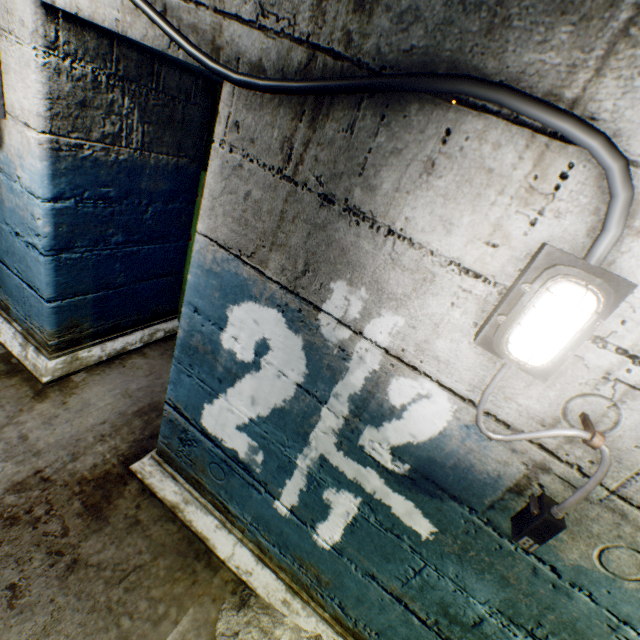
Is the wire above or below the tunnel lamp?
above

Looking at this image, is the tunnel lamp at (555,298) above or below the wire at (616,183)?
below

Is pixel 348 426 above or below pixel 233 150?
below
